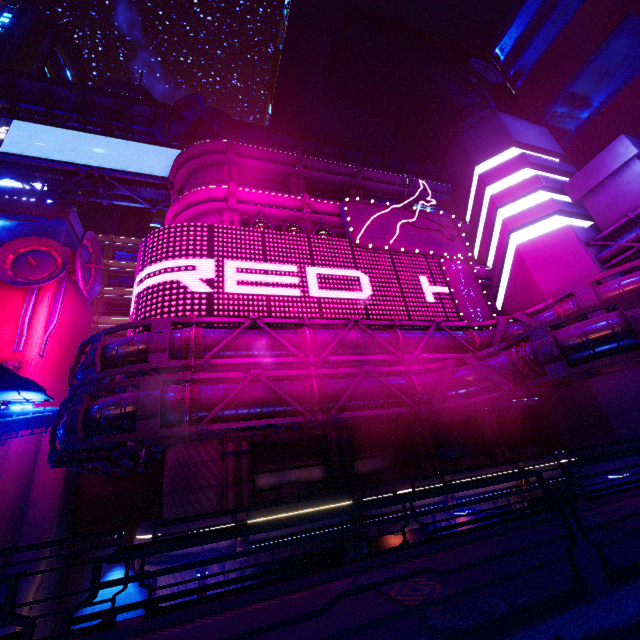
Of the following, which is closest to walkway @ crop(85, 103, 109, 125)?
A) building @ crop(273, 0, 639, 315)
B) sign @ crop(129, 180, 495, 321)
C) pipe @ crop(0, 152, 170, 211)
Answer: building @ crop(273, 0, 639, 315)

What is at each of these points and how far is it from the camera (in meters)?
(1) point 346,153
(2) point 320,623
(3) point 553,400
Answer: (1) walkway, 36.03
(2) walkway, 4.20
(3) building, 20.72

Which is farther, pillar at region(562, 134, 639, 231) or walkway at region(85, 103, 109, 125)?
walkway at region(85, 103, 109, 125)

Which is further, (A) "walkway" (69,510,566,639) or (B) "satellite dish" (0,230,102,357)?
(B) "satellite dish" (0,230,102,357)

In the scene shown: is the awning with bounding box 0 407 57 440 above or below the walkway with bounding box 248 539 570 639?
above

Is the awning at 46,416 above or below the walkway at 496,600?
above

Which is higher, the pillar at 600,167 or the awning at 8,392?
the pillar at 600,167

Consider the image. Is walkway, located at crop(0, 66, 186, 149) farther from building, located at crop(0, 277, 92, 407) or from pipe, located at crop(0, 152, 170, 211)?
building, located at crop(0, 277, 92, 407)
